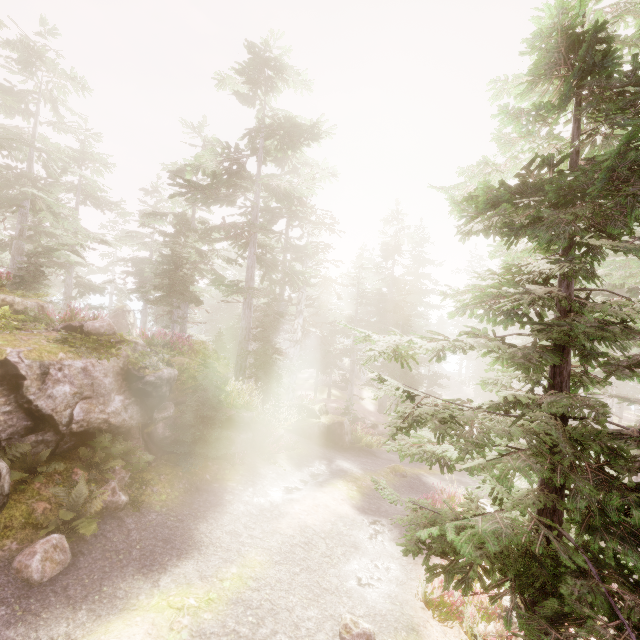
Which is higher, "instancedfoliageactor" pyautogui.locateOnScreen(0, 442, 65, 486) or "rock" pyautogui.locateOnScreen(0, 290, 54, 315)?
"rock" pyautogui.locateOnScreen(0, 290, 54, 315)

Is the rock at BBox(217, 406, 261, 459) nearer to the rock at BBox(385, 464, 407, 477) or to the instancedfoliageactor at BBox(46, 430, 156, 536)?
the instancedfoliageactor at BBox(46, 430, 156, 536)

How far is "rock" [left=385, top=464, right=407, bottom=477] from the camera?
16.11m

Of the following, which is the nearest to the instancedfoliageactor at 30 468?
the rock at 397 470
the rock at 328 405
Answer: the rock at 328 405

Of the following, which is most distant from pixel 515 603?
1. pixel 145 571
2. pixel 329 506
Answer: pixel 329 506

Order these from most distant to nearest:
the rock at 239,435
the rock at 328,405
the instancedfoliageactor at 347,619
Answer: the rock at 328,405 < the rock at 239,435 < the instancedfoliageactor at 347,619

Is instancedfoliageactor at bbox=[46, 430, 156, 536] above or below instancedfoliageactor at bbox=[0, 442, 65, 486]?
below

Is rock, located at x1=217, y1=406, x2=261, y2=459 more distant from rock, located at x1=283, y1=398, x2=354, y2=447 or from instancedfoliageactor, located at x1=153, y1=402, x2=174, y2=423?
rock, located at x1=283, y1=398, x2=354, y2=447
